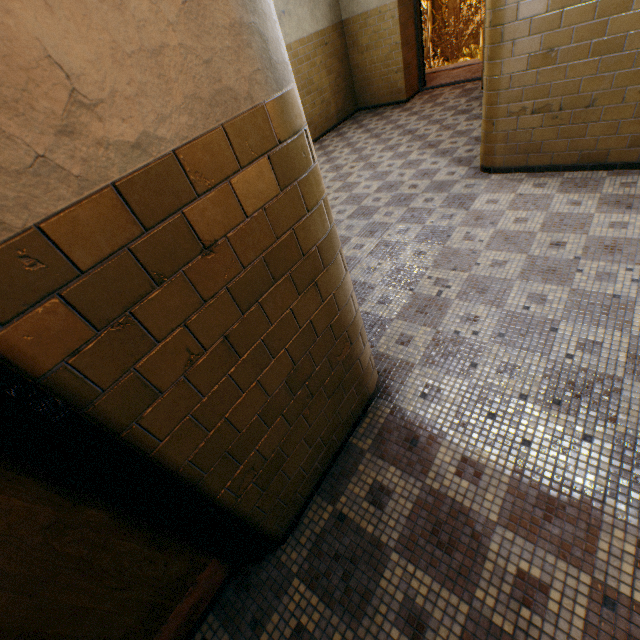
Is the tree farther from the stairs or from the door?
the door

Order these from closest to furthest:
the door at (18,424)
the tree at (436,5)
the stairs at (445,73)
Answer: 1. the door at (18,424)
2. the stairs at (445,73)
3. the tree at (436,5)

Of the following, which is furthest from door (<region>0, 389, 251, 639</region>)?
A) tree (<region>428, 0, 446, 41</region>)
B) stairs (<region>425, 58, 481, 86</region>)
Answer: tree (<region>428, 0, 446, 41</region>)

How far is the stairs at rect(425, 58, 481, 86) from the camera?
8.6m

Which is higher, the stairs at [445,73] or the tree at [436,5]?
the tree at [436,5]

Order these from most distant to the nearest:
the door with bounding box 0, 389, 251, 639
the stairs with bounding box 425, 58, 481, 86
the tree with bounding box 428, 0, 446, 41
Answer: the tree with bounding box 428, 0, 446, 41 < the stairs with bounding box 425, 58, 481, 86 < the door with bounding box 0, 389, 251, 639

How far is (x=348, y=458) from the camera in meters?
2.2
